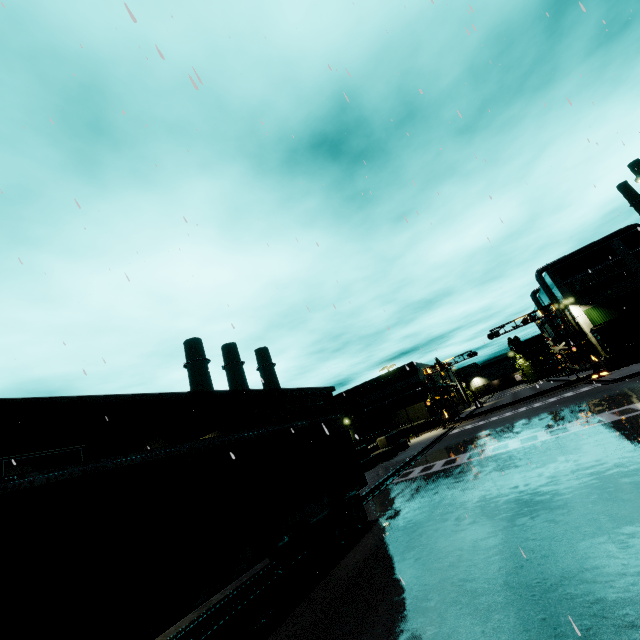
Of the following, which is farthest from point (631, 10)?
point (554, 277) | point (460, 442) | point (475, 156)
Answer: point (554, 277)

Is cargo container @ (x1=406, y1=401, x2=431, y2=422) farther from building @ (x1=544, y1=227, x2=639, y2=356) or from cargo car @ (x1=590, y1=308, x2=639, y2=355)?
cargo car @ (x1=590, y1=308, x2=639, y2=355)

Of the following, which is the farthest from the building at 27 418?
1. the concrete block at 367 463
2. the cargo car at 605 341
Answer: the cargo car at 605 341

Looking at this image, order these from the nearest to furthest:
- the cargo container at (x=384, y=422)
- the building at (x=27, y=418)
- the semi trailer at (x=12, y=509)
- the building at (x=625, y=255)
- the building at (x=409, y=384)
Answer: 1. the semi trailer at (x=12, y=509)
2. the building at (x=27, y=418)
3. the building at (x=625, y=255)
4. the cargo container at (x=384, y=422)
5. the building at (x=409, y=384)

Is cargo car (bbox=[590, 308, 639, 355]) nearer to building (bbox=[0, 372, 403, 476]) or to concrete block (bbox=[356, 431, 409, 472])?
building (bbox=[0, 372, 403, 476])

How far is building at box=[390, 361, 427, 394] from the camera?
53.66m

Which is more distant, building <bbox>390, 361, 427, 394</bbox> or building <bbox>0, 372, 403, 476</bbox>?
building <bbox>390, 361, 427, 394</bbox>

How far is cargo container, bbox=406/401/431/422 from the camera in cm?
4767
